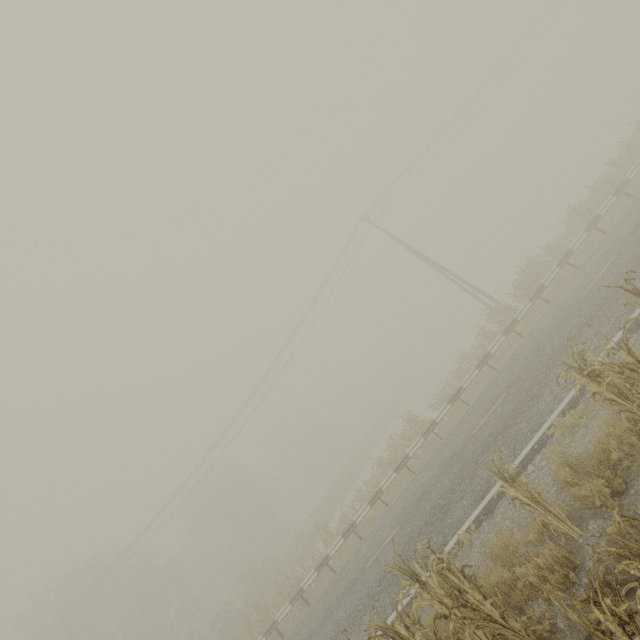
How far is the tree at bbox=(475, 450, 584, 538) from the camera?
4.7 meters

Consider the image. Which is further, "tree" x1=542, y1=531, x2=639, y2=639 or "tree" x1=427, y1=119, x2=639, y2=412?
"tree" x1=427, y1=119, x2=639, y2=412

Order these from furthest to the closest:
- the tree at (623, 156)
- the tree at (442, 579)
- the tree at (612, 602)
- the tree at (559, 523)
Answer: the tree at (623, 156)
the tree at (559, 523)
the tree at (442, 579)
the tree at (612, 602)

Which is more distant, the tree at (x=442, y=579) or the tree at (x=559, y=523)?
the tree at (x=559, y=523)

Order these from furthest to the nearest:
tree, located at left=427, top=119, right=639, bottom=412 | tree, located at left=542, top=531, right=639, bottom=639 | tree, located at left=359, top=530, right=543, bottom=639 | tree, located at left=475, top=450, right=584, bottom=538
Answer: Answer: tree, located at left=427, top=119, right=639, bottom=412 < tree, located at left=475, top=450, right=584, bottom=538 < tree, located at left=359, top=530, right=543, bottom=639 < tree, located at left=542, top=531, right=639, bottom=639

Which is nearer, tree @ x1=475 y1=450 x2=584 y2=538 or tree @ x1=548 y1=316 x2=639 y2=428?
tree @ x1=548 y1=316 x2=639 y2=428

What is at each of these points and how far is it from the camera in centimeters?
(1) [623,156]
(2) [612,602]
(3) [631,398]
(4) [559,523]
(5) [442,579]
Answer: (1) tree, 1884cm
(2) tree, 327cm
(3) tree, 464cm
(4) tree, 481cm
(5) tree, 400cm
